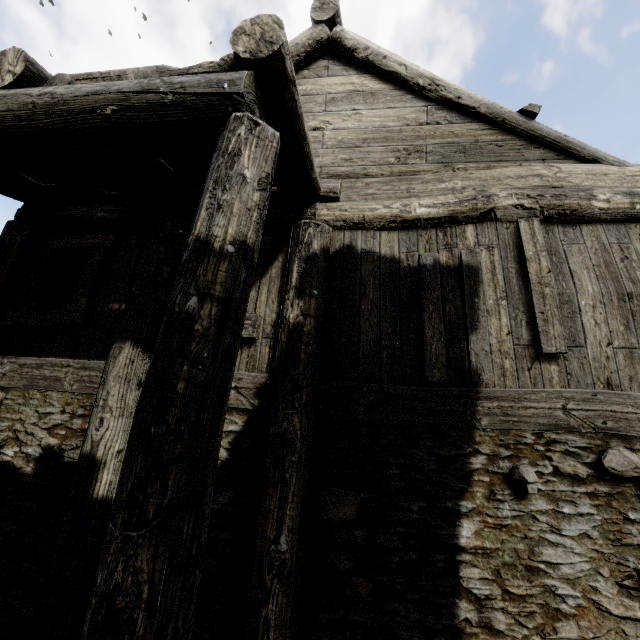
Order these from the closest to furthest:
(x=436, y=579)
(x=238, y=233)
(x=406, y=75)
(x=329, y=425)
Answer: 1. (x=238, y=233)
2. (x=436, y=579)
3. (x=329, y=425)
4. (x=406, y=75)
